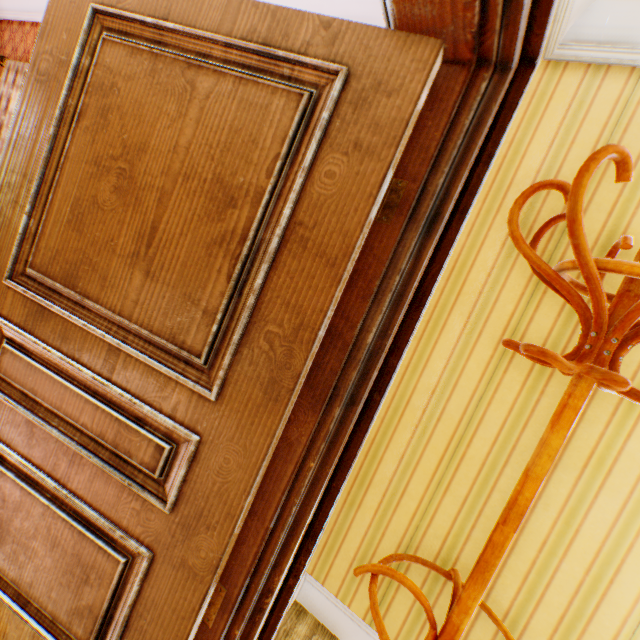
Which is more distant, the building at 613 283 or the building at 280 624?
the building at 613 283

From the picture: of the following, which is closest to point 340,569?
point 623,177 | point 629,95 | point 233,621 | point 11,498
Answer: point 233,621

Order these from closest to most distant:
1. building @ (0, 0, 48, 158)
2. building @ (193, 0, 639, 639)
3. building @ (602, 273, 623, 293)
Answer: building @ (193, 0, 639, 639) → building @ (602, 273, 623, 293) → building @ (0, 0, 48, 158)

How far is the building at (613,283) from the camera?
1.3m

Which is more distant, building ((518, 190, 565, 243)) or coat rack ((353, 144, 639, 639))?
building ((518, 190, 565, 243))

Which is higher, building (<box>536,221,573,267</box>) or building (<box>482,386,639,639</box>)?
building (<box>536,221,573,267</box>)

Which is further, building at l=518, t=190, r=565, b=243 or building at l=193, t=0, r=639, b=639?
building at l=518, t=190, r=565, b=243

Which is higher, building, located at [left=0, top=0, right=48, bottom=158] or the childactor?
building, located at [left=0, top=0, right=48, bottom=158]
